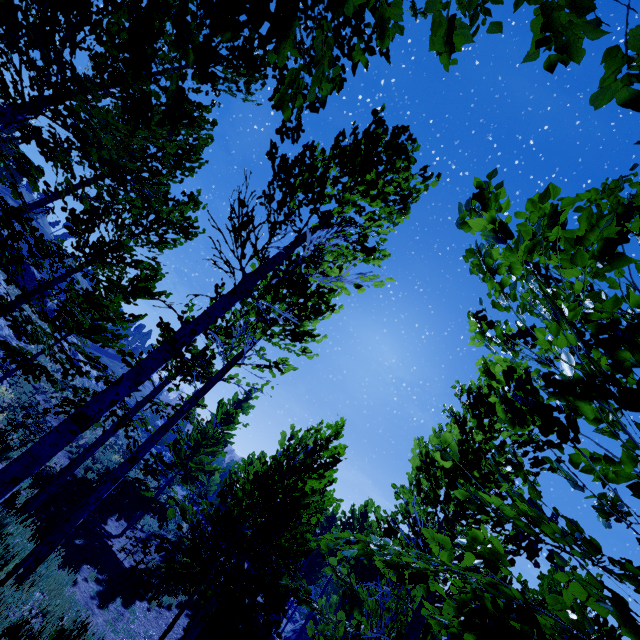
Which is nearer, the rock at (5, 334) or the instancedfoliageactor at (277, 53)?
the instancedfoliageactor at (277, 53)

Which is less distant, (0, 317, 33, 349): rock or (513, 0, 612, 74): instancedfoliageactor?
(513, 0, 612, 74): instancedfoliageactor

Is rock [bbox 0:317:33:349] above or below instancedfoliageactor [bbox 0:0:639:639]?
below

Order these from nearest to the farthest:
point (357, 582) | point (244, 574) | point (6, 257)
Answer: point (6, 257) < point (244, 574) < point (357, 582)
